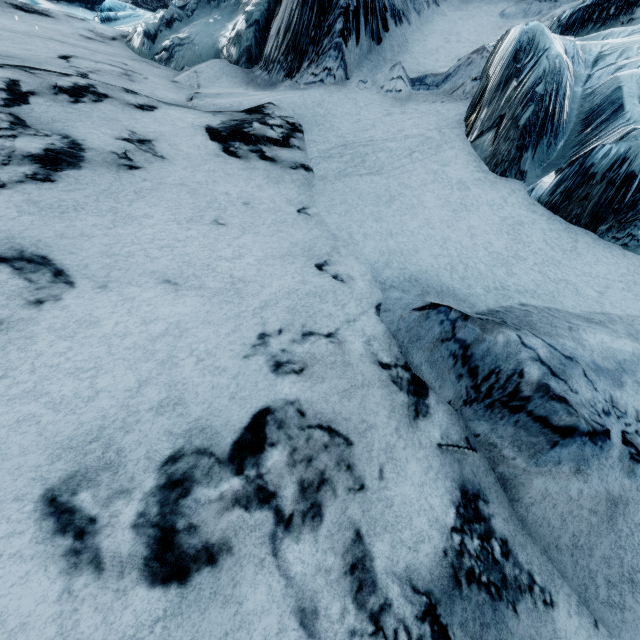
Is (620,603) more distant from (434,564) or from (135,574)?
(135,574)
